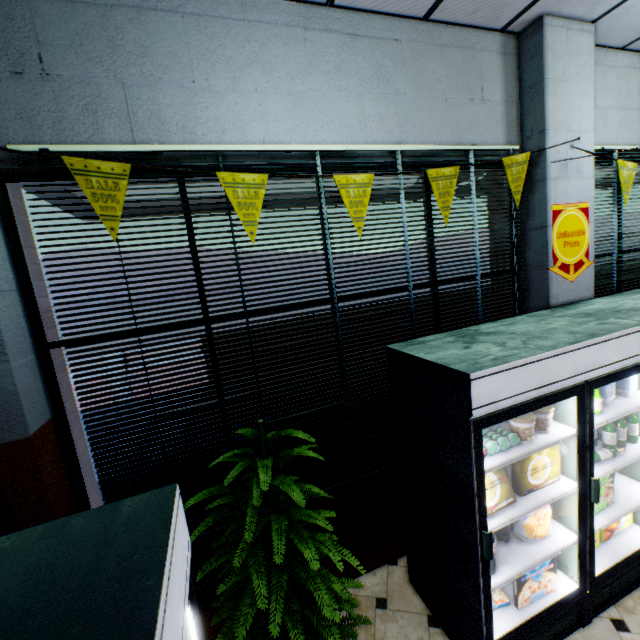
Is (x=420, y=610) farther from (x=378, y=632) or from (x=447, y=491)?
(x=447, y=491)

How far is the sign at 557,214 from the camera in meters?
3.2

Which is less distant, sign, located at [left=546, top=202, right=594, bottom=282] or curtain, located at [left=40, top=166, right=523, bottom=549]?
curtain, located at [left=40, top=166, right=523, bottom=549]

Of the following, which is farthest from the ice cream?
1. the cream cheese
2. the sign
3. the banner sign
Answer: the banner sign

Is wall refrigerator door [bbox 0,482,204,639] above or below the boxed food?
above

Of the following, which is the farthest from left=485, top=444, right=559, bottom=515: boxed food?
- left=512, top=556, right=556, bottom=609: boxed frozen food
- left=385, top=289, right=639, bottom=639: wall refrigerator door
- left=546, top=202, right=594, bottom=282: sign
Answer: left=546, top=202, right=594, bottom=282: sign

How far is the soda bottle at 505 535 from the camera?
2.21m

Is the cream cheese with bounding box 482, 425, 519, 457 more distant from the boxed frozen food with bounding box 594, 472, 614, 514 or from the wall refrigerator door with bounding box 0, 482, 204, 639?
the wall refrigerator door with bounding box 0, 482, 204, 639
